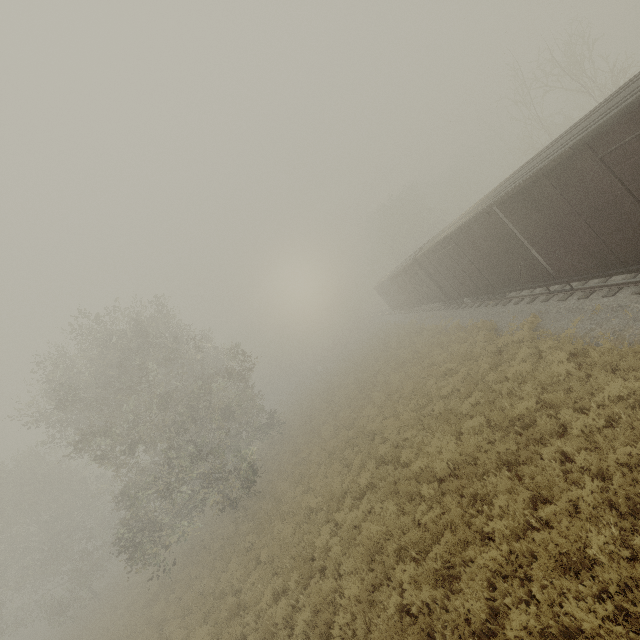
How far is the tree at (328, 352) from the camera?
53.3m

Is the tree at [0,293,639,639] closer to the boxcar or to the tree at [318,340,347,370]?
the boxcar

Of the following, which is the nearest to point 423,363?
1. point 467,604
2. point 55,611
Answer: point 467,604

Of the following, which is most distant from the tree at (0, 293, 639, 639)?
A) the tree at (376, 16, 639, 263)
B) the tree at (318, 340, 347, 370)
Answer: the tree at (318, 340, 347, 370)

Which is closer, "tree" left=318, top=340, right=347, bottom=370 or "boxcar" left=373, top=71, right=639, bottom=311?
"boxcar" left=373, top=71, right=639, bottom=311

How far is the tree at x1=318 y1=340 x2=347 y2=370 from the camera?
53.28m

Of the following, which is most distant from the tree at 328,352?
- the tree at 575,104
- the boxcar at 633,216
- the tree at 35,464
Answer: the tree at 575,104

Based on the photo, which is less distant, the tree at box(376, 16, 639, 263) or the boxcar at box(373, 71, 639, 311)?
the boxcar at box(373, 71, 639, 311)
